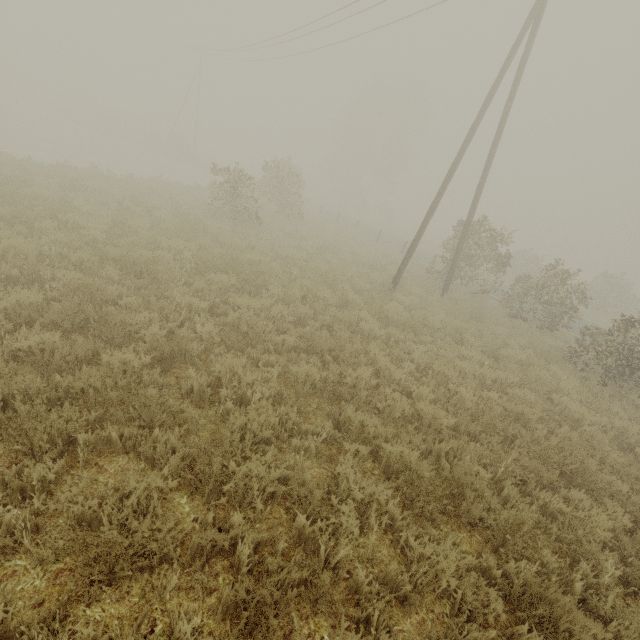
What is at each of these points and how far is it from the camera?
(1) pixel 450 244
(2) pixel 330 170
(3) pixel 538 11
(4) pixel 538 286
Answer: (1) tree, 15.05m
(2) tree, 55.19m
(3) utility pole, 10.06m
(4) tree, 12.96m

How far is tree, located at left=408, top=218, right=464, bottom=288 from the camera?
15.02m

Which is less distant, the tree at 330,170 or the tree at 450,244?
the tree at 450,244

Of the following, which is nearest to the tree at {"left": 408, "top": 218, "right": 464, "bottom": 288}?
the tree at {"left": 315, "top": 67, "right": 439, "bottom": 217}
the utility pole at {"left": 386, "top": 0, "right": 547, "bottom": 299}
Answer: the utility pole at {"left": 386, "top": 0, "right": 547, "bottom": 299}

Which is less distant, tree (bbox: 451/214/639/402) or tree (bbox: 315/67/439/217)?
tree (bbox: 451/214/639/402)

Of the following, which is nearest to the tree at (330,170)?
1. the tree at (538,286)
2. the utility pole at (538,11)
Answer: the tree at (538,286)

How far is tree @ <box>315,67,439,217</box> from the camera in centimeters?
4416cm

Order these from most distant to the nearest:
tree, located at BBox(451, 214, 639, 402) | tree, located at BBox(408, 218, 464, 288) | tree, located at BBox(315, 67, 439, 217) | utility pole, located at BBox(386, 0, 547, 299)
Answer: tree, located at BBox(315, 67, 439, 217) < tree, located at BBox(408, 218, 464, 288) < utility pole, located at BBox(386, 0, 547, 299) < tree, located at BBox(451, 214, 639, 402)
